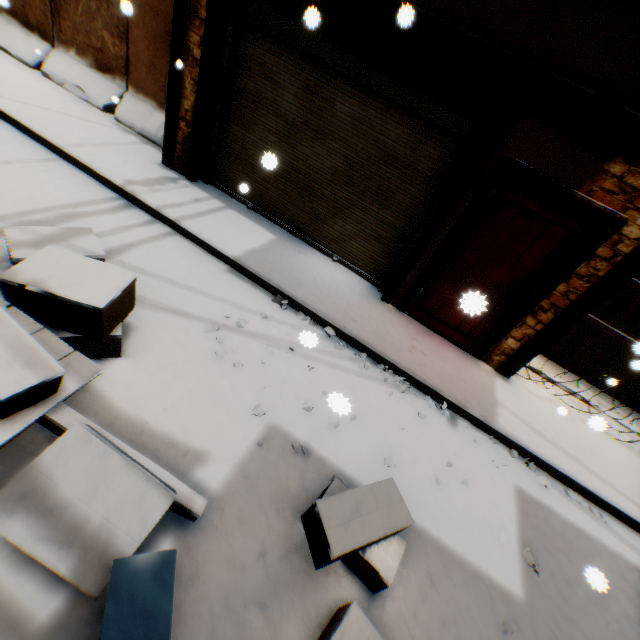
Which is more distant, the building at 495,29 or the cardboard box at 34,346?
the building at 495,29

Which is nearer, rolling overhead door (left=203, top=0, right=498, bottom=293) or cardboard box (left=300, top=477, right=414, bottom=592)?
cardboard box (left=300, top=477, right=414, bottom=592)

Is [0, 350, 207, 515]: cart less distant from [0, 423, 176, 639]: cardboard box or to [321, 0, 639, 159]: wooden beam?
[0, 423, 176, 639]: cardboard box

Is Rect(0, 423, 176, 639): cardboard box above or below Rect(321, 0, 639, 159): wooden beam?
below

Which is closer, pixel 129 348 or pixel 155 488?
pixel 155 488

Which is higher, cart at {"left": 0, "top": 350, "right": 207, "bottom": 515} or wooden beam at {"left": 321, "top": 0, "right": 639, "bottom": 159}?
wooden beam at {"left": 321, "top": 0, "right": 639, "bottom": 159}

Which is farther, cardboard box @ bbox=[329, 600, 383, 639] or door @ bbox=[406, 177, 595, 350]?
door @ bbox=[406, 177, 595, 350]
